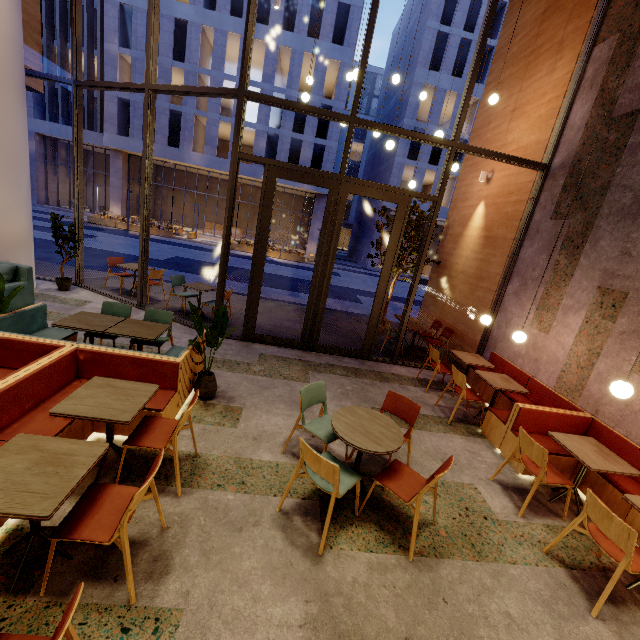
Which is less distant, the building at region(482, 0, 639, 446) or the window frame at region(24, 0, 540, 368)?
the building at region(482, 0, 639, 446)

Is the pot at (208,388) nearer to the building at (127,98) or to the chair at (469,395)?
the chair at (469,395)

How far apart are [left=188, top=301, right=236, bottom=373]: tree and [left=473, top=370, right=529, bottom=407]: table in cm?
417

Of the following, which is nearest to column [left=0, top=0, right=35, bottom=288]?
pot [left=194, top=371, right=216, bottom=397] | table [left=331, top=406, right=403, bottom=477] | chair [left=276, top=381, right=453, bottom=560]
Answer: pot [left=194, top=371, right=216, bottom=397]

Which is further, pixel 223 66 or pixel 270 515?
pixel 223 66

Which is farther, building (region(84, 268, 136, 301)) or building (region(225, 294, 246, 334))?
building (region(84, 268, 136, 301))

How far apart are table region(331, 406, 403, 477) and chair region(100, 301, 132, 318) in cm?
361

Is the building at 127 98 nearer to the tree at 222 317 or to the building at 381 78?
the building at 381 78
